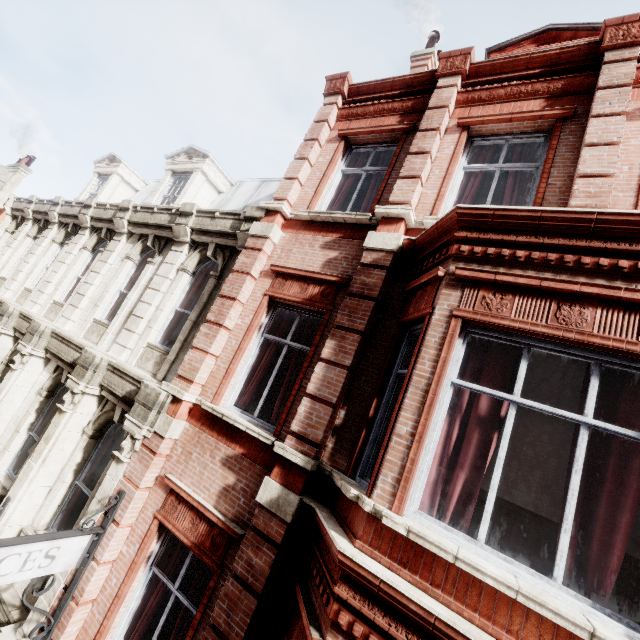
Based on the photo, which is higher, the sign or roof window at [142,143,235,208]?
roof window at [142,143,235,208]

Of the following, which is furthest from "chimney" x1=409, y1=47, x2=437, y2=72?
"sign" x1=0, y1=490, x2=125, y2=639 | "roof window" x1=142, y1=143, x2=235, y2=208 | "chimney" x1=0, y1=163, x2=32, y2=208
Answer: "chimney" x1=0, y1=163, x2=32, y2=208

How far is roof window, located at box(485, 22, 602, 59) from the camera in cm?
701

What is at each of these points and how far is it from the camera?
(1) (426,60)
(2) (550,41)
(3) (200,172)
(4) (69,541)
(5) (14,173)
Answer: (1) chimney, 10.88m
(2) roof window, 7.45m
(3) roof window, 10.71m
(4) sign, 4.57m
(5) chimney, 24.95m

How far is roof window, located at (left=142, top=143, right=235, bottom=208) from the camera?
10.6 meters

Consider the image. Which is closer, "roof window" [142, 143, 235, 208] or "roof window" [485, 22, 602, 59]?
"roof window" [485, 22, 602, 59]

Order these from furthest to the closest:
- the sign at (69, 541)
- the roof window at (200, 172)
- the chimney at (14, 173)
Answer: the chimney at (14, 173), the roof window at (200, 172), the sign at (69, 541)

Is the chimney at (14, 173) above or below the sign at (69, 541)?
above
